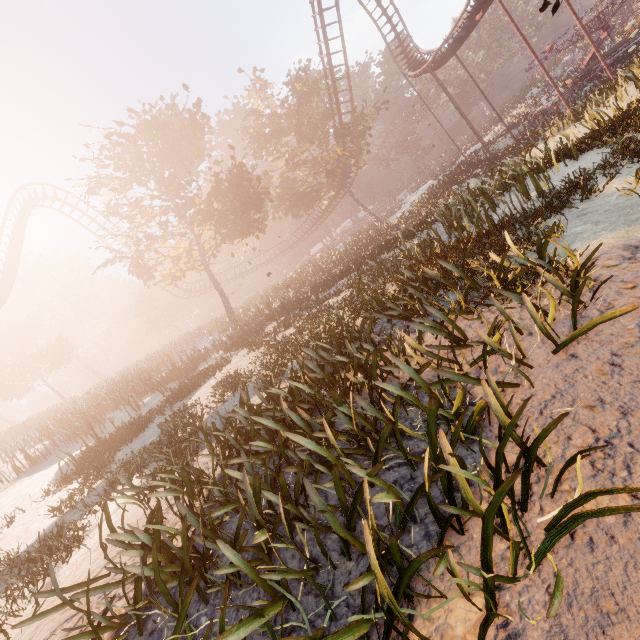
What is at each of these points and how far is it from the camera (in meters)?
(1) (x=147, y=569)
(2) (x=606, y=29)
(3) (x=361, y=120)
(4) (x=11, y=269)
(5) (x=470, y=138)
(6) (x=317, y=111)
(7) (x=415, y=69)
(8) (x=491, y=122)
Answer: (1) instancedfoliageactor, 3.09
(2) merry-go-round, 24.02
(3) tree, 31.72
(4) roller coaster, 23.56
(5) instancedfoliageactor, 43.66
(6) tree, 39.66
(7) roller coaster, 30.75
(8) instancedfoliageactor, 47.66

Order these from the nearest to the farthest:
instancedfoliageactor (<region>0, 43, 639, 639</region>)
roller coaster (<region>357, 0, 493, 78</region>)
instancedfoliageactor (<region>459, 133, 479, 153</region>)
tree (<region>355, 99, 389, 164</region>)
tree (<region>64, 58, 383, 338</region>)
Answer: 1. instancedfoliageactor (<region>0, 43, 639, 639</region>)
2. tree (<region>64, 58, 383, 338</region>)
3. roller coaster (<region>357, 0, 493, 78</region>)
4. tree (<region>355, 99, 389, 164</region>)
5. instancedfoliageactor (<region>459, 133, 479, 153</region>)

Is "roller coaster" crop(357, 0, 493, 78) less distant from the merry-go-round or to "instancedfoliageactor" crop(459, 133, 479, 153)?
the merry-go-round

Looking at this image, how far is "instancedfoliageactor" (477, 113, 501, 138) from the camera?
41.6 meters

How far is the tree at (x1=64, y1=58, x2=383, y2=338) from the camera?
18.16m

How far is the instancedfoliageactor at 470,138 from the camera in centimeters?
4255cm

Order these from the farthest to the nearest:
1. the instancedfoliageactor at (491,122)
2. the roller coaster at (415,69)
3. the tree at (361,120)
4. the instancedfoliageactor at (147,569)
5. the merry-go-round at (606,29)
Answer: the instancedfoliageactor at (491,122) → the tree at (361,120) → the merry-go-round at (606,29) → the roller coaster at (415,69) → the instancedfoliageactor at (147,569)
